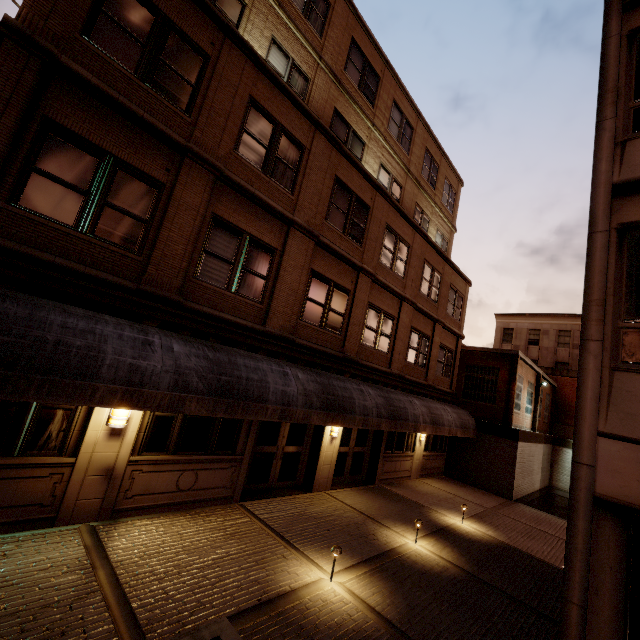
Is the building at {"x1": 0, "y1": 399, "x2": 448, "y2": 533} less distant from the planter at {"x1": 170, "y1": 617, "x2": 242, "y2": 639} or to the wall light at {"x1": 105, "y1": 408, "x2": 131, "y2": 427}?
the wall light at {"x1": 105, "y1": 408, "x2": 131, "y2": 427}

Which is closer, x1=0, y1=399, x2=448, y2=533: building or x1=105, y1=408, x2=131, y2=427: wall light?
x1=0, y1=399, x2=448, y2=533: building

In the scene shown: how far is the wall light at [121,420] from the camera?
6.5m

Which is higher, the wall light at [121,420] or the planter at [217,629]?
the wall light at [121,420]

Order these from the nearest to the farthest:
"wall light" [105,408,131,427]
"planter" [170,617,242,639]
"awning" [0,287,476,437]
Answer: "planter" [170,617,242,639] < "awning" [0,287,476,437] < "wall light" [105,408,131,427]

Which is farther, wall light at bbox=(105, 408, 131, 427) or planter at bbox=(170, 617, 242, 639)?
wall light at bbox=(105, 408, 131, 427)

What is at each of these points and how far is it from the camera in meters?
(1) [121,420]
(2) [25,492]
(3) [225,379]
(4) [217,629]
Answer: (1) wall light, 6.6
(2) building, 5.6
(3) awning, 6.8
(4) planter, 3.3

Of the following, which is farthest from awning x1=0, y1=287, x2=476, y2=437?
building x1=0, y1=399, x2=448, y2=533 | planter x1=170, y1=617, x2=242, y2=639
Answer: planter x1=170, y1=617, x2=242, y2=639
